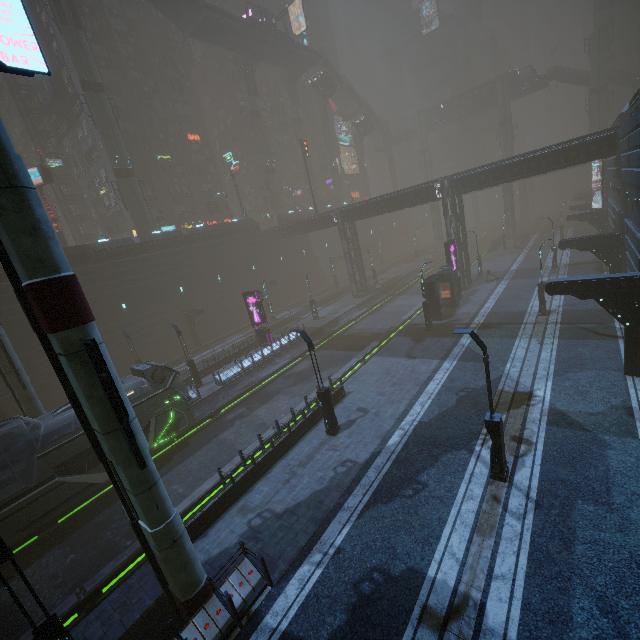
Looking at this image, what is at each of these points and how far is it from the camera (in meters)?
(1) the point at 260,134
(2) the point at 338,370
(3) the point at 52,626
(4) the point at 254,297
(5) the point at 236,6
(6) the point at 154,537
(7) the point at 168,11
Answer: (1) sm, 53.62
(2) train rail, 26.06
(3) street light, 7.61
(4) sign, 30.19
(5) building, 58.62
(6) sm, 8.21
(7) stairs, 39.53

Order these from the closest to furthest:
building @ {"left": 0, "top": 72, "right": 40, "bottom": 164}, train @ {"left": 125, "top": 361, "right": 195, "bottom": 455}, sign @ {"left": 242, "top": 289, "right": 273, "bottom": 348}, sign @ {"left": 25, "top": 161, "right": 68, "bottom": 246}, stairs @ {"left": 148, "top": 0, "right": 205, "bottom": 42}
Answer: train @ {"left": 125, "top": 361, "right": 195, "bottom": 455}, sign @ {"left": 242, "top": 289, "right": 273, "bottom": 348}, sign @ {"left": 25, "top": 161, "right": 68, "bottom": 246}, stairs @ {"left": 148, "top": 0, "right": 205, "bottom": 42}, building @ {"left": 0, "top": 72, "right": 40, "bottom": 164}

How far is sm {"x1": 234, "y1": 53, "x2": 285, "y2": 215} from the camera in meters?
51.8 m

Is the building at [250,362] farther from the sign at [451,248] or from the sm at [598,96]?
the sm at [598,96]

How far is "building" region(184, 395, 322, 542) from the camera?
12.4 meters

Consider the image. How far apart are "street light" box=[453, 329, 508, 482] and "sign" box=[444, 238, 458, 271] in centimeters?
2268cm

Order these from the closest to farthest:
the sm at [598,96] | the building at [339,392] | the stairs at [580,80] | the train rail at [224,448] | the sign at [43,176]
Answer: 1. the train rail at [224,448]
2. the building at [339,392]
3. the sign at [43,176]
4. the sm at [598,96]
5. the stairs at [580,80]

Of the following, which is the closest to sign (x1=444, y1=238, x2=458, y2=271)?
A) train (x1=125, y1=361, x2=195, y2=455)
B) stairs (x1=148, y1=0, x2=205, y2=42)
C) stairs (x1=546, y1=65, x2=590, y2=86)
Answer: train (x1=125, y1=361, x2=195, y2=455)
